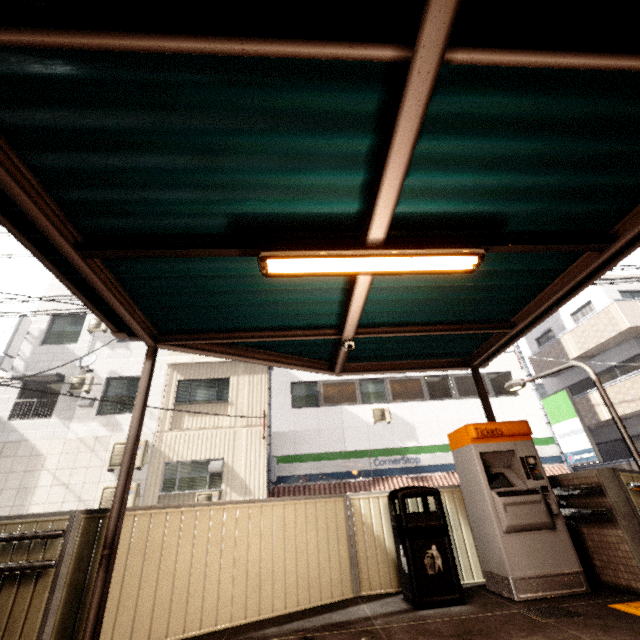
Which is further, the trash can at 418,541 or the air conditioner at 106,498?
the air conditioner at 106,498

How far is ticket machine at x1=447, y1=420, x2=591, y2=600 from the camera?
3.6m

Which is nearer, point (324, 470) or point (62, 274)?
point (62, 274)

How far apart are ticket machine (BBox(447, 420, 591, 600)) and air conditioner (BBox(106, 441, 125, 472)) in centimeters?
1034cm

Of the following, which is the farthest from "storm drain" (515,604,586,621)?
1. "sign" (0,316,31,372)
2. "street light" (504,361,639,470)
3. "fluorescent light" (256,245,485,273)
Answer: "sign" (0,316,31,372)

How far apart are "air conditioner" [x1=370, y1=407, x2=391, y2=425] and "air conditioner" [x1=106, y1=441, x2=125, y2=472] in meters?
8.4 m

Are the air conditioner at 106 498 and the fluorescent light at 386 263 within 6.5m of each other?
no

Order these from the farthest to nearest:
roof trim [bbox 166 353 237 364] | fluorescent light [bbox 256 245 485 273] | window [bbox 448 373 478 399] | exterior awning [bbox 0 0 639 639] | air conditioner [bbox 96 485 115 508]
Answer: window [bbox 448 373 478 399]
roof trim [bbox 166 353 237 364]
air conditioner [bbox 96 485 115 508]
fluorescent light [bbox 256 245 485 273]
exterior awning [bbox 0 0 639 639]
